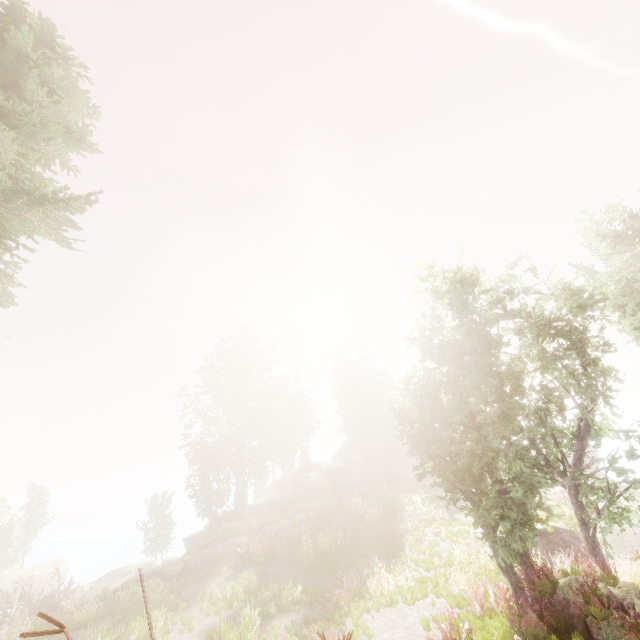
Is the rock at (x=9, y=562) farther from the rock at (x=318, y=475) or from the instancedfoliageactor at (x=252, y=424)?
the rock at (x=318, y=475)

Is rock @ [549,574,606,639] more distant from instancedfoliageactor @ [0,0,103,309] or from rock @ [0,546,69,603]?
rock @ [0,546,69,603]

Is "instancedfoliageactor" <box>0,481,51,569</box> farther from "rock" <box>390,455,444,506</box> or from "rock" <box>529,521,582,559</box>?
"rock" <box>529,521,582,559</box>

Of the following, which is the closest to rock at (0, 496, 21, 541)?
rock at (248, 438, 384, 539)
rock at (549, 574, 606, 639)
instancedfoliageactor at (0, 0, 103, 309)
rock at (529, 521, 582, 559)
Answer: instancedfoliageactor at (0, 0, 103, 309)

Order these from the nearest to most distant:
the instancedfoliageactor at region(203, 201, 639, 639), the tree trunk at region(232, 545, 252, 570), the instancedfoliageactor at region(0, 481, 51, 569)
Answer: the instancedfoliageactor at region(203, 201, 639, 639)
the tree trunk at region(232, 545, 252, 570)
the instancedfoliageactor at region(0, 481, 51, 569)

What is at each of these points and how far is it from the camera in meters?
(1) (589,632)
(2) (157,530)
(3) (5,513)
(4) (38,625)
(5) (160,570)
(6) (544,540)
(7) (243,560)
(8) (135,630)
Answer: (1) rock, 8.5
(2) instancedfoliageactor, 41.9
(3) rock, 44.8
(4) instancedfoliageactor, 17.0
(5) rock, 26.5
(6) rock, 15.1
(7) tree trunk, 20.1
(8) instancedfoliageactor, 13.4

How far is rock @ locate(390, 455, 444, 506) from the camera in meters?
28.5 m

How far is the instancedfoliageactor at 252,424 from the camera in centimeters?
3095cm
